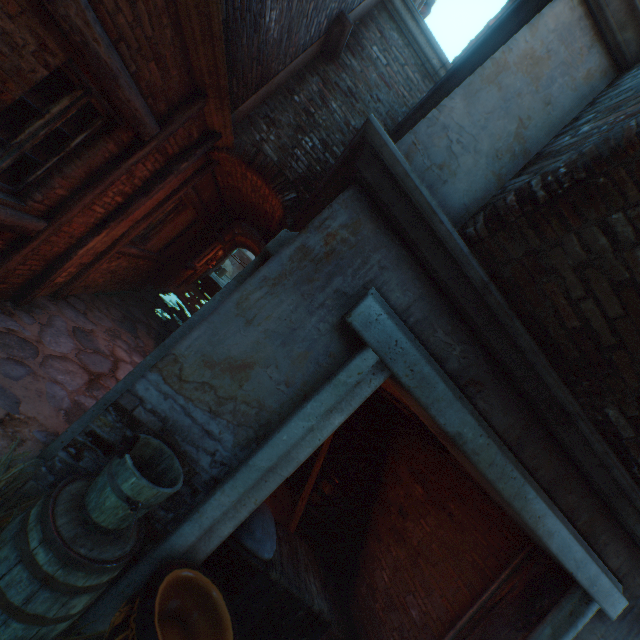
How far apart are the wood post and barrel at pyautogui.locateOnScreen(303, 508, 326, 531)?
6.0 meters

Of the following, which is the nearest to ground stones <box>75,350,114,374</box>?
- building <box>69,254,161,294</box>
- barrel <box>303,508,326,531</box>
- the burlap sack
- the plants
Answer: building <box>69,254,161,294</box>

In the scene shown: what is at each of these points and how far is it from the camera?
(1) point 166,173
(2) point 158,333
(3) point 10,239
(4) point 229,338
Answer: (1) wood post, 4.73m
(2) ground stones, 8.27m
(3) building, 3.47m
(4) building, 2.37m

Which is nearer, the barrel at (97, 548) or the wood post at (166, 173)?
the barrel at (97, 548)

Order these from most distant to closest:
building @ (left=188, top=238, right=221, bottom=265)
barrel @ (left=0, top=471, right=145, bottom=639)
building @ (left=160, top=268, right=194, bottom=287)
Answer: building @ (left=188, top=238, right=221, bottom=265) → building @ (left=160, top=268, right=194, bottom=287) → barrel @ (left=0, top=471, right=145, bottom=639)

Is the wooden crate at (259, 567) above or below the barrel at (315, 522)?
above

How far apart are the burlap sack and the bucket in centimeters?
87cm

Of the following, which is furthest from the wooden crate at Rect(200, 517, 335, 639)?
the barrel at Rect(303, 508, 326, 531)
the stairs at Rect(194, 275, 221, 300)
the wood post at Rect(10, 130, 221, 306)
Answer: the stairs at Rect(194, 275, 221, 300)
